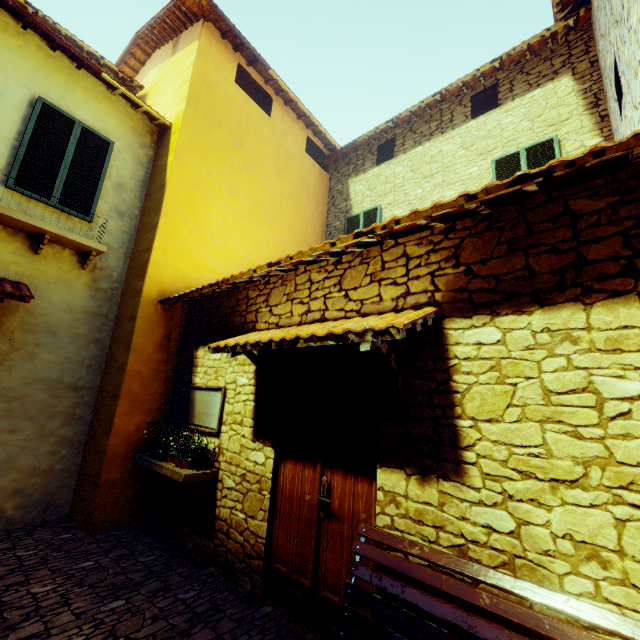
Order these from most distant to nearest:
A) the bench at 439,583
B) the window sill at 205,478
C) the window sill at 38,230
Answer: the window sill at 38,230 → the window sill at 205,478 → the bench at 439,583

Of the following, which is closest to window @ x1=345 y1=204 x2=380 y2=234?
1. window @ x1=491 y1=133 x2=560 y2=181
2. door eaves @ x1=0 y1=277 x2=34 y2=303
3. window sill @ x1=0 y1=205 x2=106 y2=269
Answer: window @ x1=491 y1=133 x2=560 y2=181

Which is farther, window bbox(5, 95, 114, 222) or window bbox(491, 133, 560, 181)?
window bbox(491, 133, 560, 181)

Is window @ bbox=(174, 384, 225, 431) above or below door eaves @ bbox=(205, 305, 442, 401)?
below

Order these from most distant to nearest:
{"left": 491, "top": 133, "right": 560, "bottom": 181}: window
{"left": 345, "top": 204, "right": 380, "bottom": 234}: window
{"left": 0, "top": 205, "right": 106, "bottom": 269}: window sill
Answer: {"left": 345, "top": 204, "right": 380, "bottom": 234}: window < {"left": 491, "top": 133, "right": 560, "bottom": 181}: window < {"left": 0, "top": 205, "right": 106, "bottom": 269}: window sill

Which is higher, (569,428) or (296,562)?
(569,428)

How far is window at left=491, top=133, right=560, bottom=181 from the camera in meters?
5.9

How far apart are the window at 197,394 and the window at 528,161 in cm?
577
